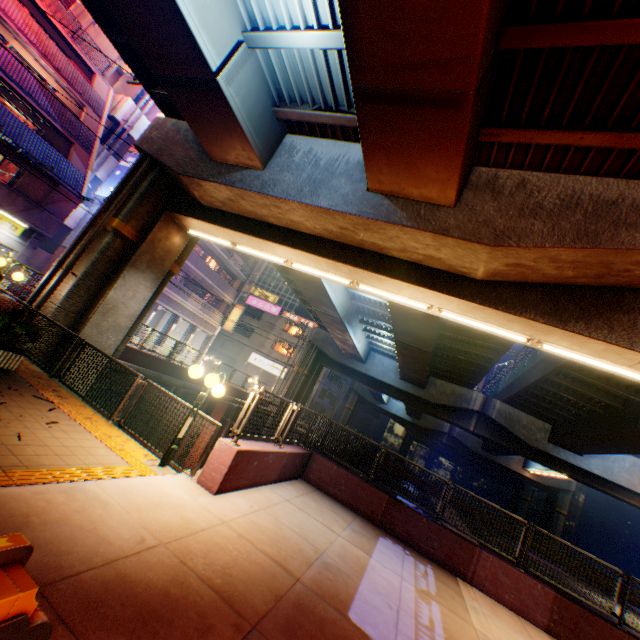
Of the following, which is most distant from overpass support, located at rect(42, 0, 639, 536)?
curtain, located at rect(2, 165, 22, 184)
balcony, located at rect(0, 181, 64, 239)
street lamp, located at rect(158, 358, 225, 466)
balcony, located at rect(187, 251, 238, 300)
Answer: curtain, located at rect(2, 165, 22, 184)

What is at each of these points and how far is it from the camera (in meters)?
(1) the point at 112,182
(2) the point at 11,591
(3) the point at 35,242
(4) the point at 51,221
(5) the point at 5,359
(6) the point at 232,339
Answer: (1) billboard, 25.11
(2) ticket machine, 1.30
(3) column, 19.72
(4) balcony, 19.30
(5) flower bed, 6.86
(6) building, 47.88

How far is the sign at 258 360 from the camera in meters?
43.8

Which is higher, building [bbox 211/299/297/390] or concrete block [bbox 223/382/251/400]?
building [bbox 211/299/297/390]

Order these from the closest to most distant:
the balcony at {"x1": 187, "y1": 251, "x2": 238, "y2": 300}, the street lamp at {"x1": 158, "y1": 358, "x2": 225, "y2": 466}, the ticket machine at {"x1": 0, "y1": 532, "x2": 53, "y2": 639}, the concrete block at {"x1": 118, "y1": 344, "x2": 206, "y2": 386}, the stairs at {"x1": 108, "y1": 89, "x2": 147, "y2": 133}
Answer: the ticket machine at {"x1": 0, "y1": 532, "x2": 53, "y2": 639} < the street lamp at {"x1": 158, "y1": 358, "x2": 225, "y2": 466} < the concrete block at {"x1": 118, "y1": 344, "x2": 206, "y2": 386} < the stairs at {"x1": 108, "y1": 89, "x2": 147, "y2": 133} < the balcony at {"x1": 187, "y1": 251, "x2": 238, "y2": 300}

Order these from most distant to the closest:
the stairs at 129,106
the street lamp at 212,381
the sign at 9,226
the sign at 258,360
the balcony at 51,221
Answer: the sign at 258,360, the stairs at 129,106, the sign at 9,226, the balcony at 51,221, the street lamp at 212,381

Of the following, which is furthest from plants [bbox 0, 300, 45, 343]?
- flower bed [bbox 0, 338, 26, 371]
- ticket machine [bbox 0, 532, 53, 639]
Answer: ticket machine [bbox 0, 532, 53, 639]

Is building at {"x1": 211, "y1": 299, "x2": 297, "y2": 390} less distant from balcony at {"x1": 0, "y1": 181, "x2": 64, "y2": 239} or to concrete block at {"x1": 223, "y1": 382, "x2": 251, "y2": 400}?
concrete block at {"x1": 223, "y1": 382, "x2": 251, "y2": 400}
